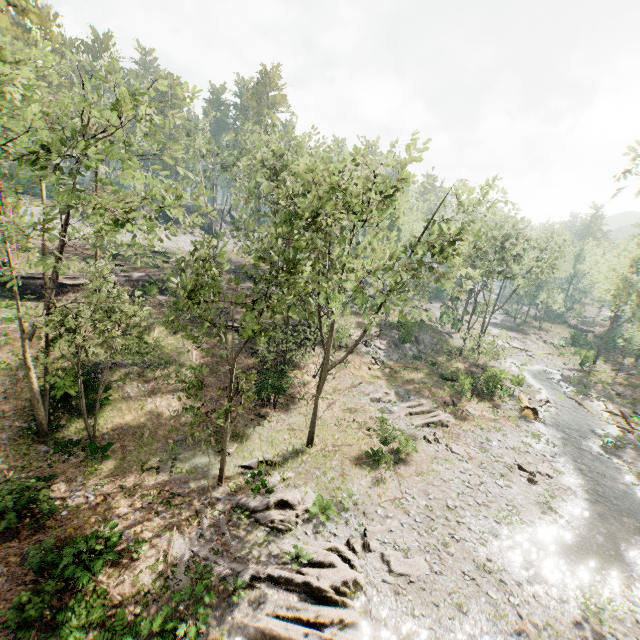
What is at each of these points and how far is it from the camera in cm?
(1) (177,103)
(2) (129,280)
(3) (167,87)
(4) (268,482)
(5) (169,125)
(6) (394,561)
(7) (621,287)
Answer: (1) foliage, 1471
(2) ground embankment, 3247
(3) foliage, 1367
(4) foliage, 1716
(5) foliage, 1434
(6) foliage, 1416
(7) foliage, 3284

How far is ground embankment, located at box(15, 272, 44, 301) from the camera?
27.69m

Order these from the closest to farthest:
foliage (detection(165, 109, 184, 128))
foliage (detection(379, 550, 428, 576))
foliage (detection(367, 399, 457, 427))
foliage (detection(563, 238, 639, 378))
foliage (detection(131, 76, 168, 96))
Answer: foliage (detection(131, 76, 168, 96)) → foliage (detection(165, 109, 184, 128)) → foliage (detection(379, 550, 428, 576)) → foliage (detection(367, 399, 457, 427)) → foliage (detection(563, 238, 639, 378))

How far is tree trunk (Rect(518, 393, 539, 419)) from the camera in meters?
28.9 m

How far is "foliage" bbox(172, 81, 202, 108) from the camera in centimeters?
1252cm

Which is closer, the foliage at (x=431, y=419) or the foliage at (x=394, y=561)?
the foliage at (x=394, y=561)

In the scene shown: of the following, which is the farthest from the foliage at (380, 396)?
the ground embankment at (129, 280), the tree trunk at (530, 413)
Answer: the tree trunk at (530, 413)

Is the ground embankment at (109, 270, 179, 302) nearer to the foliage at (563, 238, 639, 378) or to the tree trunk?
the foliage at (563, 238, 639, 378)
